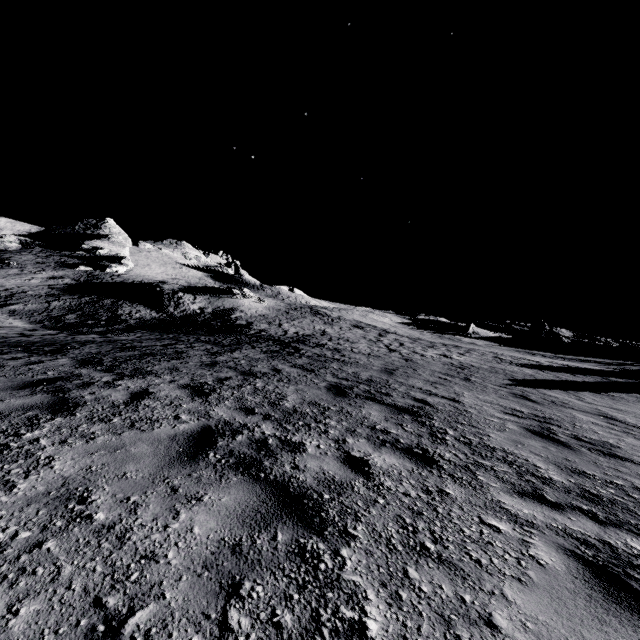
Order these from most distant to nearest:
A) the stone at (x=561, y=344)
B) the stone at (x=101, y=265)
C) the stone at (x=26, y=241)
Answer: Result: the stone at (x=26, y=241) → the stone at (x=561, y=344) → the stone at (x=101, y=265)

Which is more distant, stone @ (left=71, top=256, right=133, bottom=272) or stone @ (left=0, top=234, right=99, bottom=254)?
stone @ (left=0, top=234, right=99, bottom=254)

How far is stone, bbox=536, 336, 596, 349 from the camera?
50.78m

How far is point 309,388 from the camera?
7.5m

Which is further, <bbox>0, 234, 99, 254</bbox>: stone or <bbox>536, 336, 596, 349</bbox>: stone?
<bbox>0, 234, 99, 254</bbox>: stone

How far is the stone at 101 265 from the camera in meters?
49.6

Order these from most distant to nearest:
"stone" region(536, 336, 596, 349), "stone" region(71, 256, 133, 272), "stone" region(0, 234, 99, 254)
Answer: "stone" region(0, 234, 99, 254) < "stone" region(536, 336, 596, 349) < "stone" region(71, 256, 133, 272)
